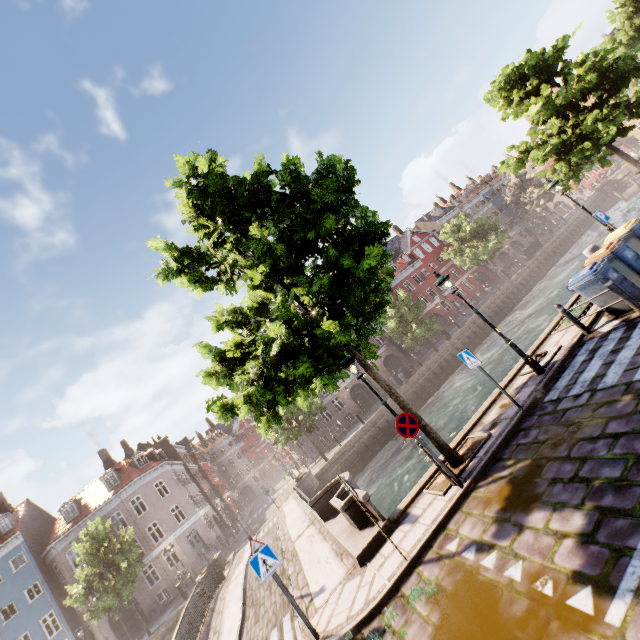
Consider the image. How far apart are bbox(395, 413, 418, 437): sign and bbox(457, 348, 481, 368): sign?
2.2m

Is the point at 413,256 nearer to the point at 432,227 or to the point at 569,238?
the point at 432,227

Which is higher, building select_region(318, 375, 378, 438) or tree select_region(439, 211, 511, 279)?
tree select_region(439, 211, 511, 279)

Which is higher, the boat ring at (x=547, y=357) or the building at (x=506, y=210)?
the building at (x=506, y=210)

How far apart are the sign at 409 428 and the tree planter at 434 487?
1.4m

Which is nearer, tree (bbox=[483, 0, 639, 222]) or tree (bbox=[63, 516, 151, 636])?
tree (bbox=[483, 0, 639, 222])

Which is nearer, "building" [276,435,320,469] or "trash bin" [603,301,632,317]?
"trash bin" [603,301,632,317]

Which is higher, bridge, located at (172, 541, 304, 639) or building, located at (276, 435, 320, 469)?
building, located at (276, 435, 320, 469)
